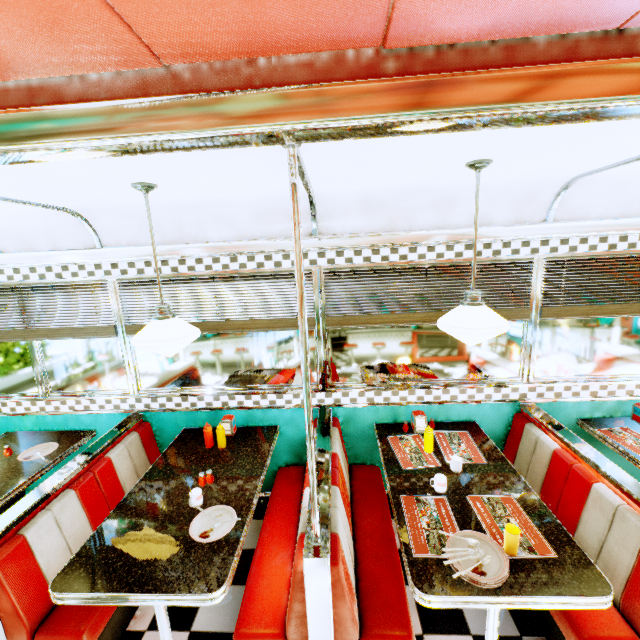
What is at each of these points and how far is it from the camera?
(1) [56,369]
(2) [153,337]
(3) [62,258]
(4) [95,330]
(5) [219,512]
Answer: (1) window, 3.4m
(2) hanging light, 2.0m
(3) trim, 3.0m
(4) blinds, 3.2m
(5) plate, 2.2m

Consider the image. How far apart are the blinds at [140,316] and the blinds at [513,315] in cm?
11

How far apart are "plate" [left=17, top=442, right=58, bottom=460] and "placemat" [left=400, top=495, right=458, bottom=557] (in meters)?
3.27

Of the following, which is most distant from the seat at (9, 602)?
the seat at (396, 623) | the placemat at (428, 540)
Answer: the placemat at (428, 540)

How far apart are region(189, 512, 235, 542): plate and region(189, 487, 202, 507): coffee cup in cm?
14

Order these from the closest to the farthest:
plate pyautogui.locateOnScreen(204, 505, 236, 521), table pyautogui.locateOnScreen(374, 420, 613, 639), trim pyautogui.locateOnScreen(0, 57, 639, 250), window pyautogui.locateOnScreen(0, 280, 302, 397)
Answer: trim pyautogui.locateOnScreen(0, 57, 639, 250)
table pyautogui.locateOnScreen(374, 420, 613, 639)
plate pyautogui.locateOnScreen(204, 505, 236, 521)
window pyautogui.locateOnScreen(0, 280, 302, 397)

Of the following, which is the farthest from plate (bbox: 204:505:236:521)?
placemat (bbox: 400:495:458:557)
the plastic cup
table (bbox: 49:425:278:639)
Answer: the plastic cup

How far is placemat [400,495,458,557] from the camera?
1.9 meters
